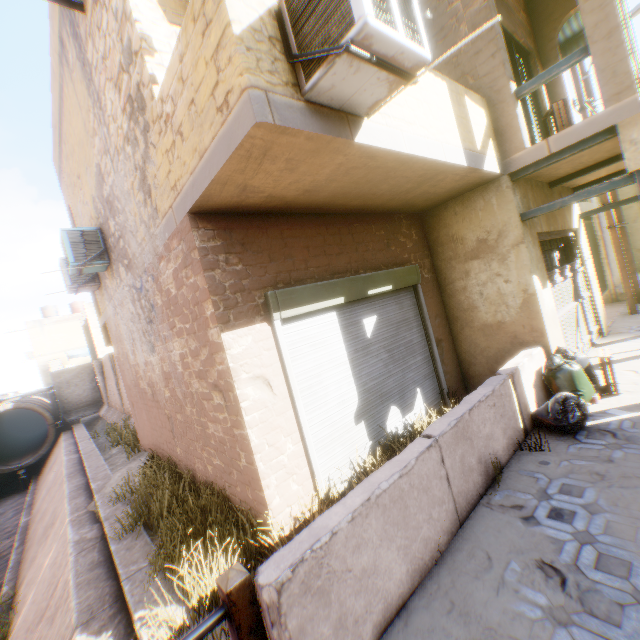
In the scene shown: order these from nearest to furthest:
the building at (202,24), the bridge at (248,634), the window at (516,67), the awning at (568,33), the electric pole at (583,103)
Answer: the bridge at (248,634) < the building at (202,24) < the window at (516,67) < the awning at (568,33) < the electric pole at (583,103)

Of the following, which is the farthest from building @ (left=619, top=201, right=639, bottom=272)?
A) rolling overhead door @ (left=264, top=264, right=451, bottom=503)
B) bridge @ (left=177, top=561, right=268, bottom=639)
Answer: bridge @ (left=177, top=561, right=268, bottom=639)

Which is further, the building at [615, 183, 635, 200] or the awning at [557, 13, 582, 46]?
the building at [615, 183, 635, 200]

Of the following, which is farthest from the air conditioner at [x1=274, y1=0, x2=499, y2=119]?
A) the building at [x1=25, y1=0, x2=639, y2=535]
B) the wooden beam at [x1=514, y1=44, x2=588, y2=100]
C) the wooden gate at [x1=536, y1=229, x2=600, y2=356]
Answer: the wooden beam at [x1=514, y1=44, x2=588, y2=100]

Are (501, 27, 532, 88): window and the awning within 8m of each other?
yes

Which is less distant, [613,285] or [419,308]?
[419,308]

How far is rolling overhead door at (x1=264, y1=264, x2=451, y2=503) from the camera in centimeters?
417cm

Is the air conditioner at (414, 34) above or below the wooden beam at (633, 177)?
above
